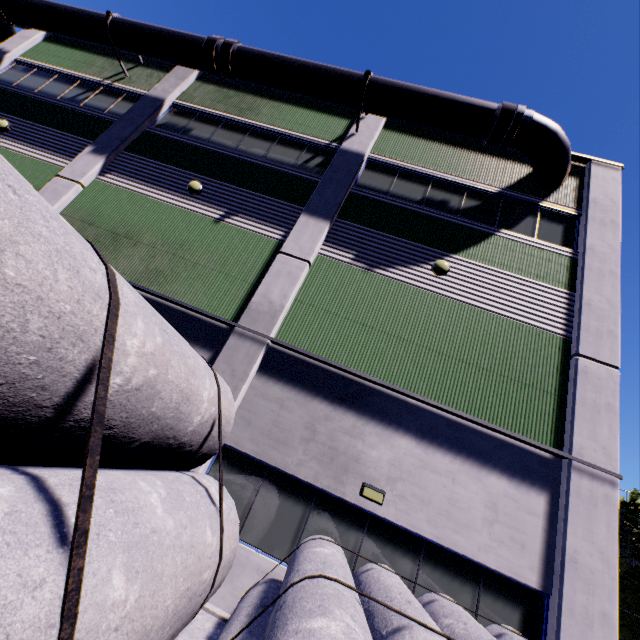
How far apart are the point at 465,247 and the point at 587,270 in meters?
3.2

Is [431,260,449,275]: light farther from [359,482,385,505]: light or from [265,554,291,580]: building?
[359,482,385,505]: light

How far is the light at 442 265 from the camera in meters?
8.7

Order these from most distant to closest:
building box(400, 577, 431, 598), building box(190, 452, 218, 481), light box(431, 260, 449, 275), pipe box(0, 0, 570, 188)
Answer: pipe box(0, 0, 570, 188) → light box(431, 260, 449, 275) → building box(190, 452, 218, 481) → building box(400, 577, 431, 598)

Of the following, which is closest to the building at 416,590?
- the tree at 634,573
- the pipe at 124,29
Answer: the pipe at 124,29

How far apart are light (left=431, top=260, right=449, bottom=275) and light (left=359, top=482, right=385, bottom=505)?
5.6m

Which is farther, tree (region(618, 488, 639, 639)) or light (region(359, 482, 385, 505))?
tree (region(618, 488, 639, 639))

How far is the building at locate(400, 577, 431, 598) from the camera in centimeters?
601cm
